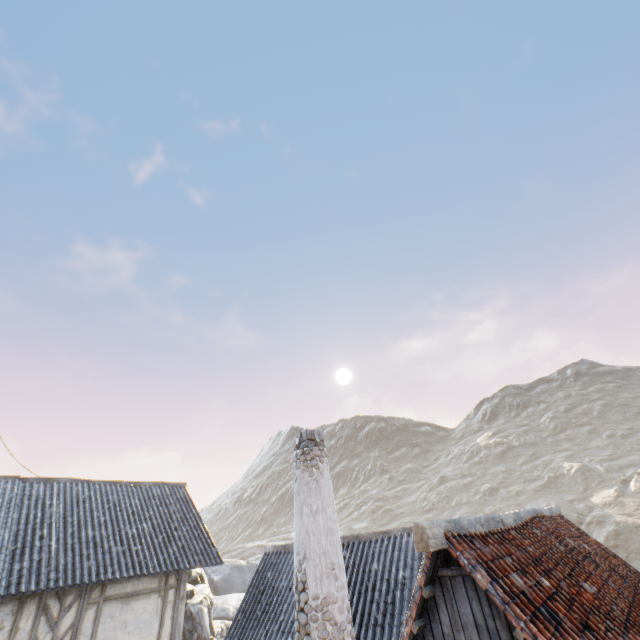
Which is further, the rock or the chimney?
the rock

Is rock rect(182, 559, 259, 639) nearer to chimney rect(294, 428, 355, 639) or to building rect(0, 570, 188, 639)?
building rect(0, 570, 188, 639)

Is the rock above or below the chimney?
below

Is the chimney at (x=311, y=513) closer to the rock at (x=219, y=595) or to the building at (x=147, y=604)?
the building at (x=147, y=604)

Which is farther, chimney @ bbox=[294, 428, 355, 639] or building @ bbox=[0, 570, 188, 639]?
building @ bbox=[0, 570, 188, 639]

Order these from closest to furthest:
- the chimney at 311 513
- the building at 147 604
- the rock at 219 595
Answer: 1. the chimney at 311 513
2. the building at 147 604
3. the rock at 219 595

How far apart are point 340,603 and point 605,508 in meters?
50.6 m

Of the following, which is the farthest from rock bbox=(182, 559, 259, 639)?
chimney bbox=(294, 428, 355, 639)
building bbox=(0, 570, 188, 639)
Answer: chimney bbox=(294, 428, 355, 639)
